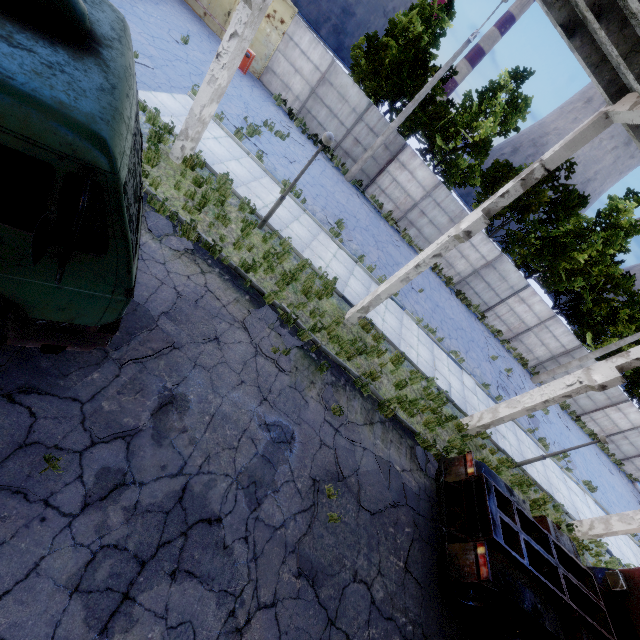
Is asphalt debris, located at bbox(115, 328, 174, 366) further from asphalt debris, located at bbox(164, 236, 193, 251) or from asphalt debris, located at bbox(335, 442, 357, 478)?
asphalt debris, located at bbox(335, 442, 357, 478)

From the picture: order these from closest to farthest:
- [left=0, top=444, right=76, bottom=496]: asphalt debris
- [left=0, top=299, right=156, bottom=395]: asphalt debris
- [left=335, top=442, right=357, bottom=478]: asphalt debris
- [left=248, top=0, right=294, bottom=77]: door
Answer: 1. [left=0, top=444, right=76, bottom=496]: asphalt debris
2. [left=0, top=299, right=156, bottom=395]: asphalt debris
3. [left=335, top=442, right=357, bottom=478]: asphalt debris
4. [left=248, top=0, right=294, bottom=77]: door

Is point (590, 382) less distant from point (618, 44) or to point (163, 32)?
point (618, 44)

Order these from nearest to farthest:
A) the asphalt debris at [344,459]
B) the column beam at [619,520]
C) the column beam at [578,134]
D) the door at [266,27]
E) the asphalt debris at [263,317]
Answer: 1. the column beam at [578,134]
2. the asphalt debris at [344,459]
3. the asphalt debris at [263,317]
4. the column beam at [619,520]
5. the door at [266,27]

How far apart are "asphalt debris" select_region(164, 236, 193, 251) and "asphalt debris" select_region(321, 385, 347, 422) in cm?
462

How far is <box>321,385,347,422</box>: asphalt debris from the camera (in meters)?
7.61

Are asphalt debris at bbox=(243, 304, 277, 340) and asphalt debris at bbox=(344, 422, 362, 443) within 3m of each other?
yes

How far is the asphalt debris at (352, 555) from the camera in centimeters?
547cm
